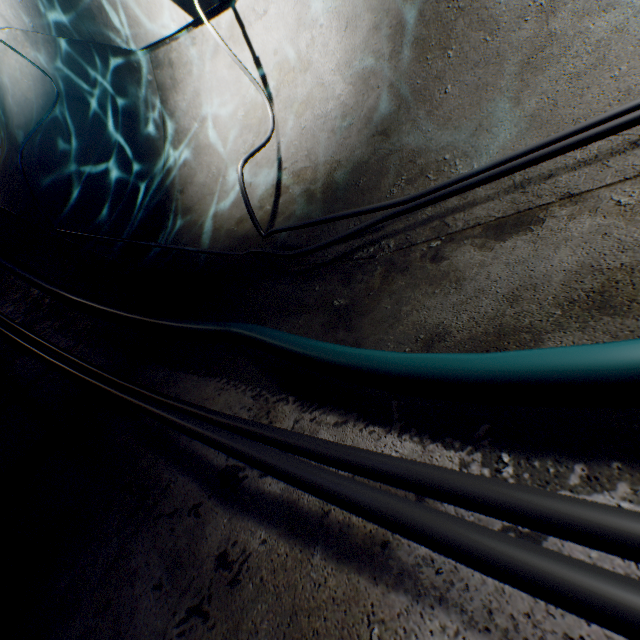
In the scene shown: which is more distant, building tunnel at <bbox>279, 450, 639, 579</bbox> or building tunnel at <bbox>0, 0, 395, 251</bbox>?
building tunnel at <bbox>0, 0, 395, 251</bbox>

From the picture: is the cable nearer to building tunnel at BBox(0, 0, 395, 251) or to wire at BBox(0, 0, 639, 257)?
building tunnel at BBox(0, 0, 395, 251)

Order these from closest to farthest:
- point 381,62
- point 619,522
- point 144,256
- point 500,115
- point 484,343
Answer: point 619,522 → point 484,343 → point 500,115 → point 381,62 → point 144,256

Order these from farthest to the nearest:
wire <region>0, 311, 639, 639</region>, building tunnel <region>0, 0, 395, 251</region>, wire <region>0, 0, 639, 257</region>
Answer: building tunnel <region>0, 0, 395, 251</region> → wire <region>0, 0, 639, 257</region> → wire <region>0, 311, 639, 639</region>

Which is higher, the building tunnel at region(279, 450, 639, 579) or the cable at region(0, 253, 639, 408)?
the cable at region(0, 253, 639, 408)

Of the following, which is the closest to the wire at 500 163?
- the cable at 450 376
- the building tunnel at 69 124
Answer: the building tunnel at 69 124

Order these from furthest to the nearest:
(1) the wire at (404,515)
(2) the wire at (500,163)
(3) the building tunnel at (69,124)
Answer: (3) the building tunnel at (69,124) < (2) the wire at (500,163) < (1) the wire at (404,515)
